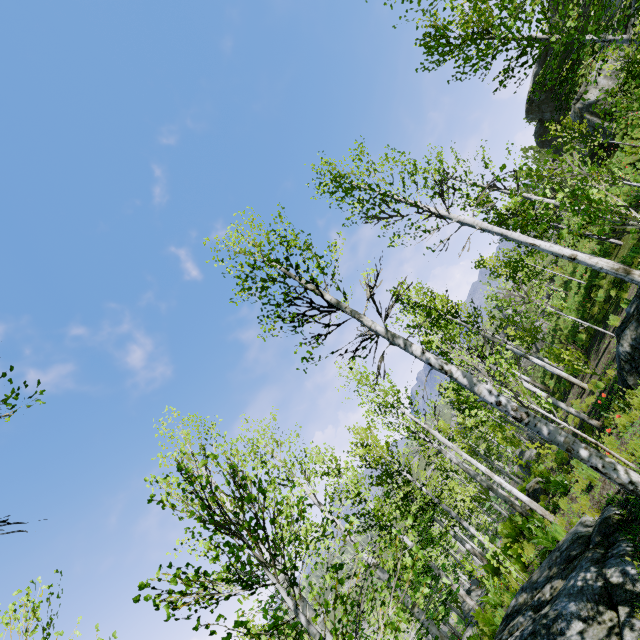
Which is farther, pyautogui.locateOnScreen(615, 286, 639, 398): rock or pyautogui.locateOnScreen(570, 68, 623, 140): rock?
pyautogui.locateOnScreen(570, 68, 623, 140): rock

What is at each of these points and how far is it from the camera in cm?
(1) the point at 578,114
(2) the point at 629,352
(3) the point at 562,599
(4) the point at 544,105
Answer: (1) rock, 2253
(2) rock, 790
(3) rock, 475
(4) rock, 3114

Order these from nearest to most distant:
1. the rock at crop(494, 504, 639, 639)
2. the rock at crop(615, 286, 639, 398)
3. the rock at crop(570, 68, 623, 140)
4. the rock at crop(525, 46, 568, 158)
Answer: the rock at crop(494, 504, 639, 639)
the rock at crop(615, 286, 639, 398)
the rock at crop(570, 68, 623, 140)
the rock at crop(525, 46, 568, 158)

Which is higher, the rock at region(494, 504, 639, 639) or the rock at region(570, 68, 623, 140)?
the rock at region(570, 68, 623, 140)

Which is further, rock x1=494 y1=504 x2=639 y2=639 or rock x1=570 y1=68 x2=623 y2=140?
rock x1=570 y1=68 x2=623 y2=140

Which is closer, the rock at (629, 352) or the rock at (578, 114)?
the rock at (629, 352)

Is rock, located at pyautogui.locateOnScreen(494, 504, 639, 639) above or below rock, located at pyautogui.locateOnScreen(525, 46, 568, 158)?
below

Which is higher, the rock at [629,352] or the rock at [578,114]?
the rock at [578,114]
